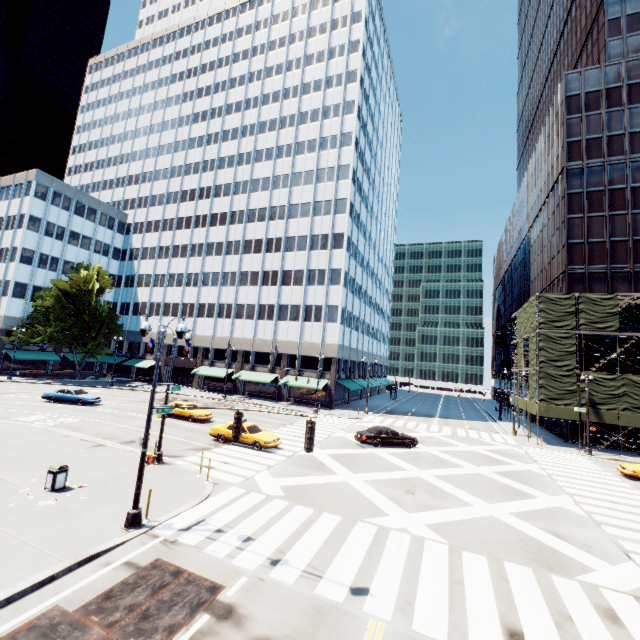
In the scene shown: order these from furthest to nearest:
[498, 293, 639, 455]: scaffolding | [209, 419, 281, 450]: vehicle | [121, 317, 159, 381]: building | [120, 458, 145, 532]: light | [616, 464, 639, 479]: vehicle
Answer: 1. [121, 317, 159, 381]: building
2. [498, 293, 639, 455]: scaffolding
3. [616, 464, 639, 479]: vehicle
4. [209, 419, 281, 450]: vehicle
5. [120, 458, 145, 532]: light

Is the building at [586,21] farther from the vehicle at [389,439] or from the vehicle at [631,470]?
the vehicle at [389,439]

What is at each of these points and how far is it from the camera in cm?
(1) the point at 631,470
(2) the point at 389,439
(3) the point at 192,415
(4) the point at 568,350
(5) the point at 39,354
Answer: (1) vehicle, 2269
(2) vehicle, 2559
(3) vehicle, 2866
(4) scaffolding, 3275
(5) building, 5212

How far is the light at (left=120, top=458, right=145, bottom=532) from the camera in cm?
1098

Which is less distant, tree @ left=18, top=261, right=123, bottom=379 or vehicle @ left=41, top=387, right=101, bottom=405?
vehicle @ left=41, top=387, right=101, bottom=405

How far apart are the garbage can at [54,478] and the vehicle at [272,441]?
10.12m

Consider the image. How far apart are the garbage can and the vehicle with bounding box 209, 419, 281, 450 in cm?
1012

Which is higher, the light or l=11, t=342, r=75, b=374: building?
l=11, t=342, r=75, b=374: building
